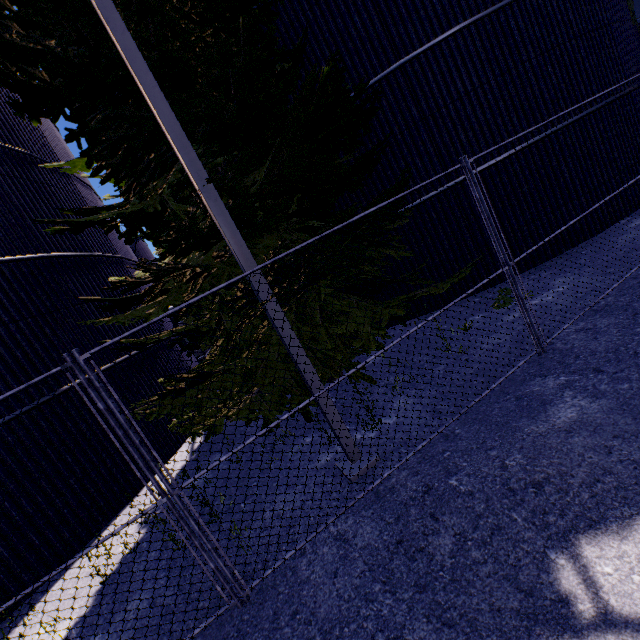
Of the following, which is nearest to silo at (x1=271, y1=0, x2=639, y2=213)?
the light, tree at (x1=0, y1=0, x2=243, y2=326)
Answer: tree at (x1=0, y1=0, x2=243, y2=326)

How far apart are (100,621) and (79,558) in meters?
2.3 m

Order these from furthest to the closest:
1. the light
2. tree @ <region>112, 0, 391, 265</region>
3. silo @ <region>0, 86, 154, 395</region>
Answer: silo @ <region>0, 86, 154, 395</region>
tree @ <region>112, 0, 391, 265</region>
the light

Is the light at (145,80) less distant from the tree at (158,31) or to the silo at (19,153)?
the tree at (158,31)

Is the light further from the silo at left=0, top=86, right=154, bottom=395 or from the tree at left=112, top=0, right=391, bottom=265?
the silo at left=0, top=86, right=154, bottom=395
